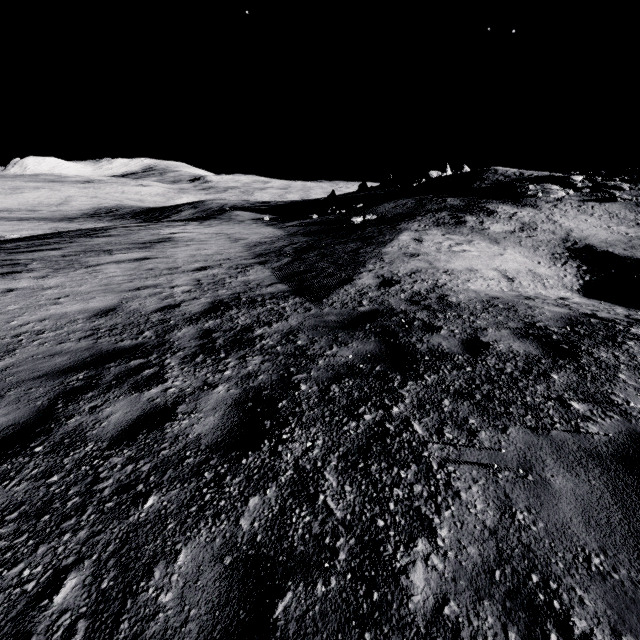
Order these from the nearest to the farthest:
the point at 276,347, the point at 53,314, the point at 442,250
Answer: the point at 276,347
the point at 53,314
the point at 442,250
